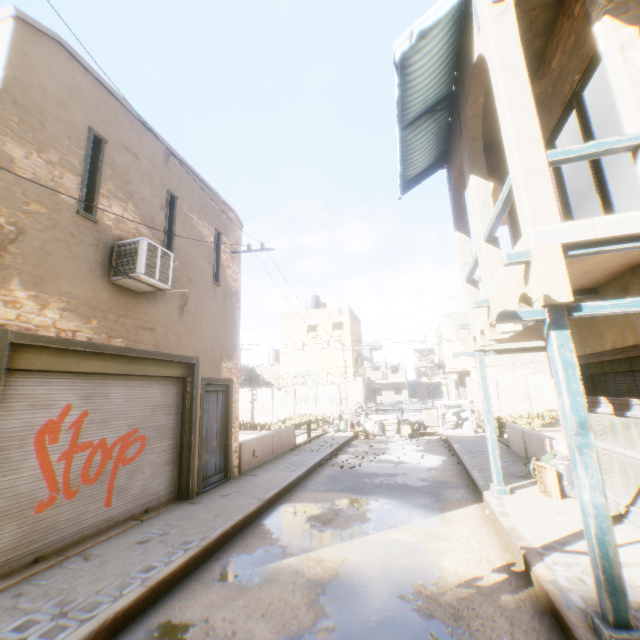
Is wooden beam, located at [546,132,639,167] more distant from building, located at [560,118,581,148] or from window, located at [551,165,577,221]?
window, located at [551,165,577,221]

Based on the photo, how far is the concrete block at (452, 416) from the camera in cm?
1752

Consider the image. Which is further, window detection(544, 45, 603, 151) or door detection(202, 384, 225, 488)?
door detection(202, 384, 225, 488)

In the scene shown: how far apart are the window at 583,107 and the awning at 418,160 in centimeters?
143cm

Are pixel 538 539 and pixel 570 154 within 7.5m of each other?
yes

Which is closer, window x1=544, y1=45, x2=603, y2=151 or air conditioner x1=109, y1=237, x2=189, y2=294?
window x1=544, y1=45, x2=603, y2=151

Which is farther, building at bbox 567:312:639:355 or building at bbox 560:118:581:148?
building at bbox 560:118:581:148

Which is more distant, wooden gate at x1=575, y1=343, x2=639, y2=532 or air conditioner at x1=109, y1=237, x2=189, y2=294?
air conditioner at x1=109, y1=237, x2=189, y2=294
